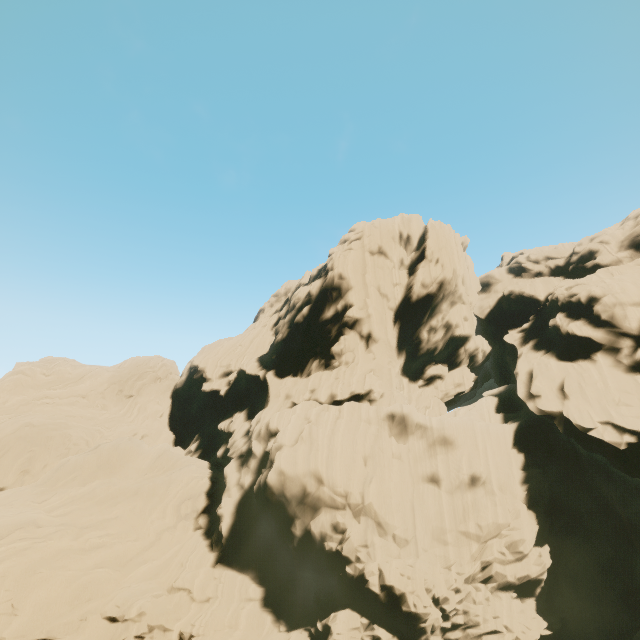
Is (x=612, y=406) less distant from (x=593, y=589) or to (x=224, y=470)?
(x=593, y=589)
